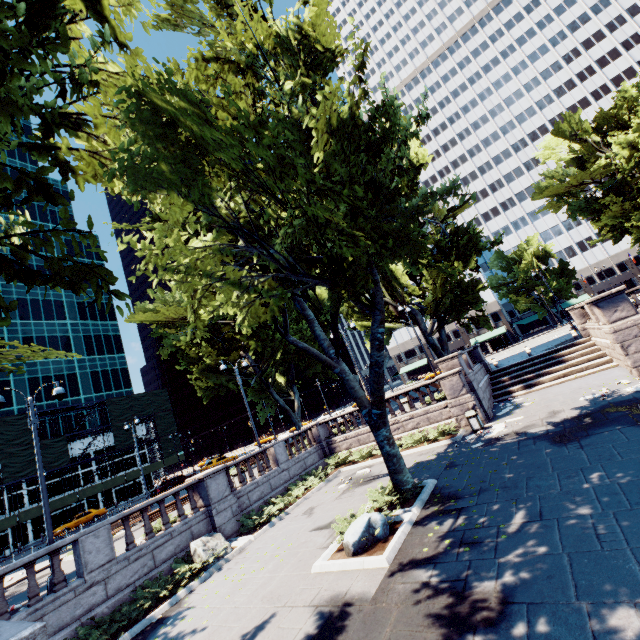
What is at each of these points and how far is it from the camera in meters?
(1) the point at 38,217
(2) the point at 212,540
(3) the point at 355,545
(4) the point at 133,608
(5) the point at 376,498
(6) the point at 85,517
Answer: (1) building, 58.4
(2) rock, 13.1
(3) rock, 8.6
(4) bush, 10.2
(5) bush, 11.3
(6) vehicle, 37.2

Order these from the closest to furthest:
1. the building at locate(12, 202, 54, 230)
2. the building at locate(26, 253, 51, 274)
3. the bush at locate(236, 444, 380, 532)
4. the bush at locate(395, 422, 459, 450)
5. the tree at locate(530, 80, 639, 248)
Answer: the bush at locate(236, 444, 380, 532) < the bush at locate(395, 422, 459, 450) < the tree at locate(530, 80, 639, 248) < the building at locate(26, 253, 51, 274) < the building at locate(12, 202, 54, 230)

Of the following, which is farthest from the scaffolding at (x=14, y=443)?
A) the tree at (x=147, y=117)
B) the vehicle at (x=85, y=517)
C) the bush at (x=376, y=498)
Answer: the bush at (x=376, y=498)

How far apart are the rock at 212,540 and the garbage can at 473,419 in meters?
12.3 m

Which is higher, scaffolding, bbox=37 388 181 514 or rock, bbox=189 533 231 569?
scaffolding, bbox=37 388 181 514

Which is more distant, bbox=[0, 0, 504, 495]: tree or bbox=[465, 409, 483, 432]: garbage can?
bbox=[465, 409, 483, 432]: garbage can

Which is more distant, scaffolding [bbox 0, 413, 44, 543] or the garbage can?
scaffolding [bbox 0, 413, 44, 543]

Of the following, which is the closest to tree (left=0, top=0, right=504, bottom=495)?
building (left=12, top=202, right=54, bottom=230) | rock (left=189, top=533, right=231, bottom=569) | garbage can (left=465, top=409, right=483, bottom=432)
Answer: garbage can (left=465, top=409, right=483, bottom=432)
